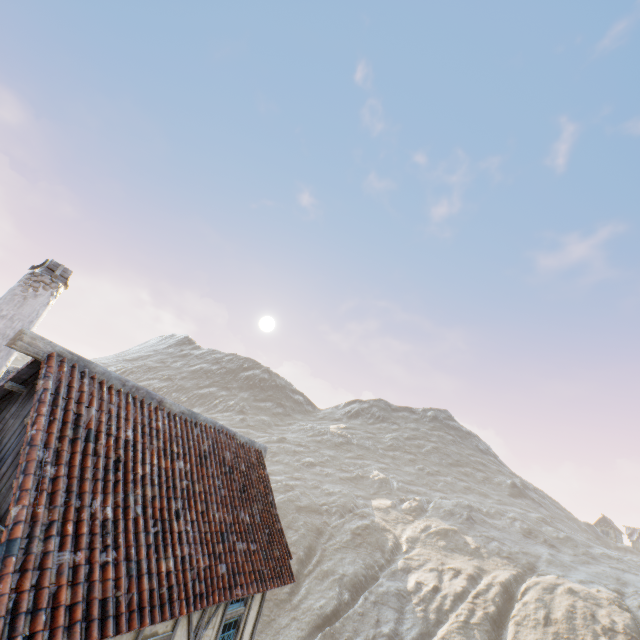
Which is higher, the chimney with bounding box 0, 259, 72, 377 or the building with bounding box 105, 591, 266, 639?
the chimney with bounding box 0, 259, 72, 377

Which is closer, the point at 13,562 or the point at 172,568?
the point at 13,562

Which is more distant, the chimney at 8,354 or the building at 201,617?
the chimney at 8,354

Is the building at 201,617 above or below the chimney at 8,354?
below

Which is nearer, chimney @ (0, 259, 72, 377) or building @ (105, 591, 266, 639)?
building @ (105, 591, 266, 639)
